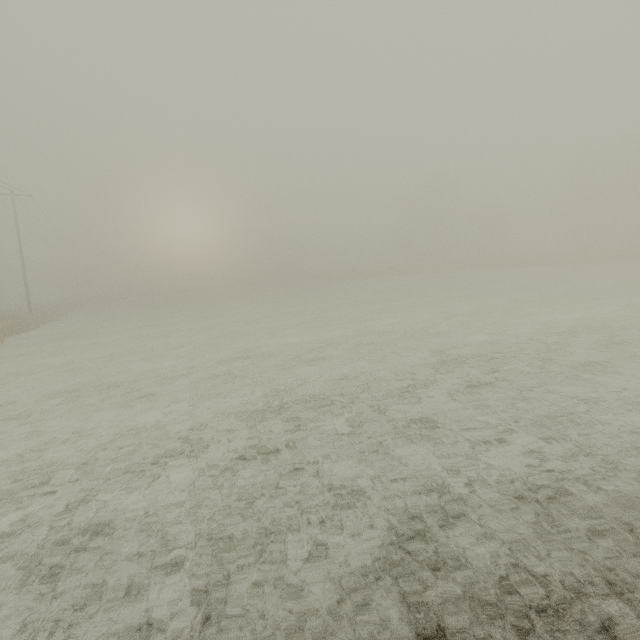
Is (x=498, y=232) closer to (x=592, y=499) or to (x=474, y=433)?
(x=474, y=433)
